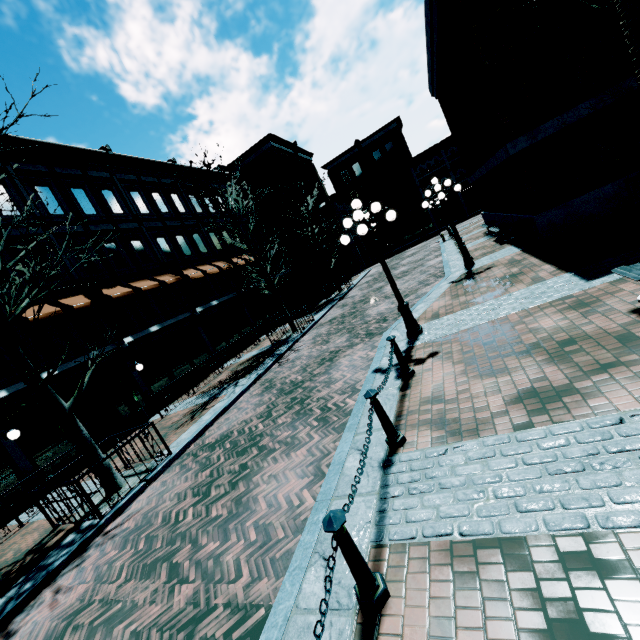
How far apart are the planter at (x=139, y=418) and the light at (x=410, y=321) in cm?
1159

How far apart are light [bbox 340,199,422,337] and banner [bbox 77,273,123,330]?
11.3 meters

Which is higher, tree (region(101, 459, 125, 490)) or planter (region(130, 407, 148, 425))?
planter (region(130, 407, 148, 425))

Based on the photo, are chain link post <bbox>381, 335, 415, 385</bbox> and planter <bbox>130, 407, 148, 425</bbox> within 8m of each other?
no

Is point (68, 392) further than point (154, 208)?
No

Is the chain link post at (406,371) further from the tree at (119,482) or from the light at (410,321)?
the tree at (119,482)

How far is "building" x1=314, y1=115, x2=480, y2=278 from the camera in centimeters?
3824cm

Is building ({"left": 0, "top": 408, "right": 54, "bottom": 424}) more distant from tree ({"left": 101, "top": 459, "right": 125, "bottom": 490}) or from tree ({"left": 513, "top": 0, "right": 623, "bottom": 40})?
tree ({"left": 513, "top": 0, "right": 623, "bottom": 40})
